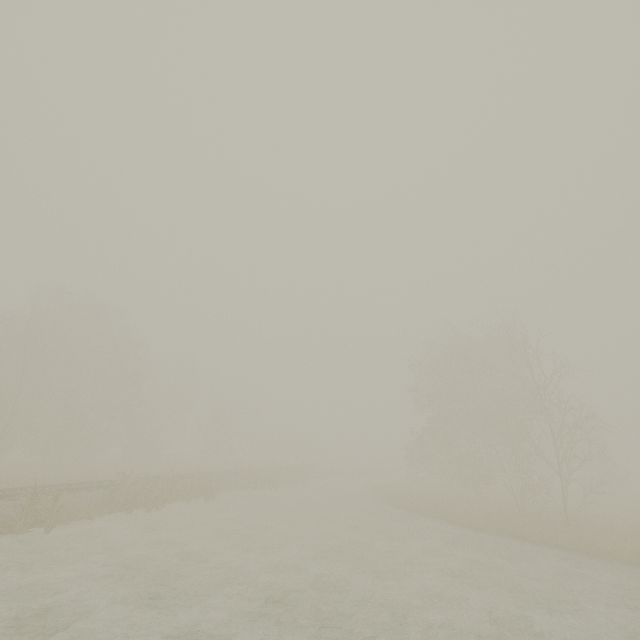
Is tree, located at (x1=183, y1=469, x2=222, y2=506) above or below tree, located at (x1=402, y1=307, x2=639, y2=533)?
below

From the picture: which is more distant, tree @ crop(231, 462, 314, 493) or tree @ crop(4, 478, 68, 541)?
A: tree @ crop(231, 462, 314, 493)

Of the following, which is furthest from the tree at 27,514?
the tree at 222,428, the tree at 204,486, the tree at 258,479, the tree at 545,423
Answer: the tree at 545,423

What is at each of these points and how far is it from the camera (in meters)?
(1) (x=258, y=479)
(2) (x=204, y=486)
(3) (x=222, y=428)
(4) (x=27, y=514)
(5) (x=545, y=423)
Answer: (1) tree, 27.59
(2) tree, 21.34
(3) tree, 50.50
(4) tree, 12.47
(5) tree, 28.64

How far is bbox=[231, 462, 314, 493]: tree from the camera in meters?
27.6 m

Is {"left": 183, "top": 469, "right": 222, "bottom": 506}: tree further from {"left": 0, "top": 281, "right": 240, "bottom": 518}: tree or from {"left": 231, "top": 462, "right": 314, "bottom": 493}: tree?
{"left": 0, "top": 281, "right": 240, "bottom": 518}: tree

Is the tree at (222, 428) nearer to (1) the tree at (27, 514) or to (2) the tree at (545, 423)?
(2) the tree at (545, 423)

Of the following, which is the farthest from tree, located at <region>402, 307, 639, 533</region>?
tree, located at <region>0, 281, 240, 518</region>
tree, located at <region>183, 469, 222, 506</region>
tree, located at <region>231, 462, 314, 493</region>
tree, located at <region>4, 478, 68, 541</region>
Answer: tree, located at <region>4, 478, 68, 541</region>
